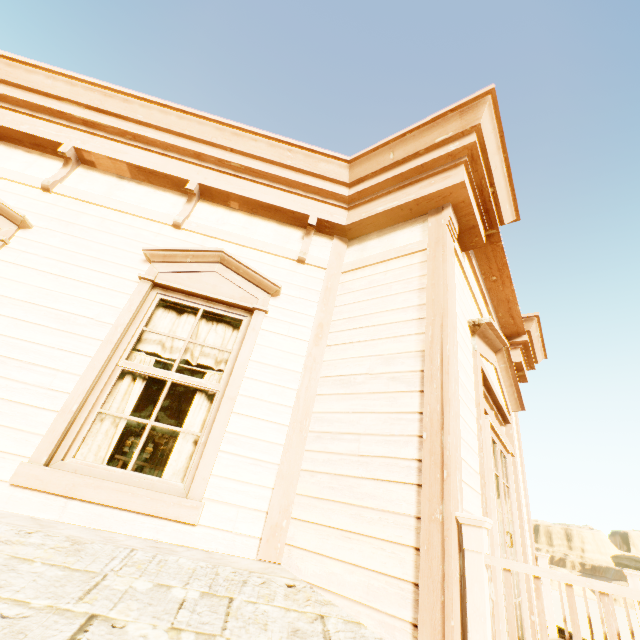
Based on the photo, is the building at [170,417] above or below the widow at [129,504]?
above

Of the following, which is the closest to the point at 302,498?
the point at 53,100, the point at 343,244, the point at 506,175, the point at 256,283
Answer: the point at 256,283

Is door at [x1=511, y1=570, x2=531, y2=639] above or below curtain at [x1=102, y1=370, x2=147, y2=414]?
below

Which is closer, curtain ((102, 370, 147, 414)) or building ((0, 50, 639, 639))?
building ((0, 50, 639, 639))

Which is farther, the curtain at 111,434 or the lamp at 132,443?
the lamp at 132,443

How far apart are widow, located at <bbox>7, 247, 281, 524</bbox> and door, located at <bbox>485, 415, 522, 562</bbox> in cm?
233

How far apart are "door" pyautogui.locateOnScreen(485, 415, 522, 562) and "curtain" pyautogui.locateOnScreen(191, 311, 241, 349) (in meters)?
2.42

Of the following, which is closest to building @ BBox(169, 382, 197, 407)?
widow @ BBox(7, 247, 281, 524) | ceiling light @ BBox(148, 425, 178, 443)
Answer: widow @ BBox(7, 247, 281, 524)
